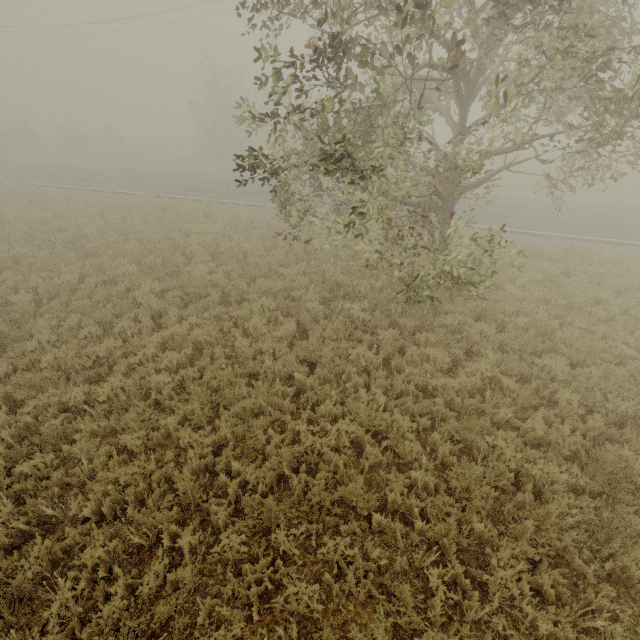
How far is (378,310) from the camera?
8.2m
